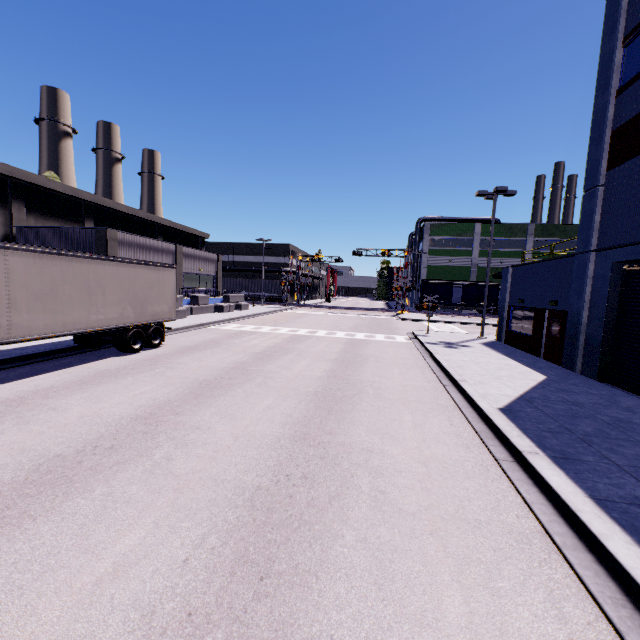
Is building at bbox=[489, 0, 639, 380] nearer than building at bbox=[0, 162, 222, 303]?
Yes

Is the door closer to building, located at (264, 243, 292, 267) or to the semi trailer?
building, located at (264, 243, 292, 267)

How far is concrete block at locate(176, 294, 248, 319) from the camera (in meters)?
25.96

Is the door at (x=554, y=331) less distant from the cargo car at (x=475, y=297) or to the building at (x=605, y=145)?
the building at (x=605, y=145)

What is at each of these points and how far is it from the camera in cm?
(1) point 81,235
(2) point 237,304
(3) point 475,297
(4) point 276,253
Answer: (1) building, 2294
(2) concrete block, 3725
(3) cargo car, 4900
(4) building, 5928

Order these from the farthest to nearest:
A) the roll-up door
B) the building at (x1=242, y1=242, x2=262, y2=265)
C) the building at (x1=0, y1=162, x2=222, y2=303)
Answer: the building at (x1=242, y1=242, x2=262, y2=265) → the building at (x1=0, y1=162, x2=222, y2=303) → the roll-up door

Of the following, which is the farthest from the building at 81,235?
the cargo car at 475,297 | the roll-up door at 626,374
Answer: the cargo car at 475,297

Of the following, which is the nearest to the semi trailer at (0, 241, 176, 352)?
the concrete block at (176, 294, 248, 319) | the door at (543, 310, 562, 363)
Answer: the concrete block at (176, 294, 248, 319)
